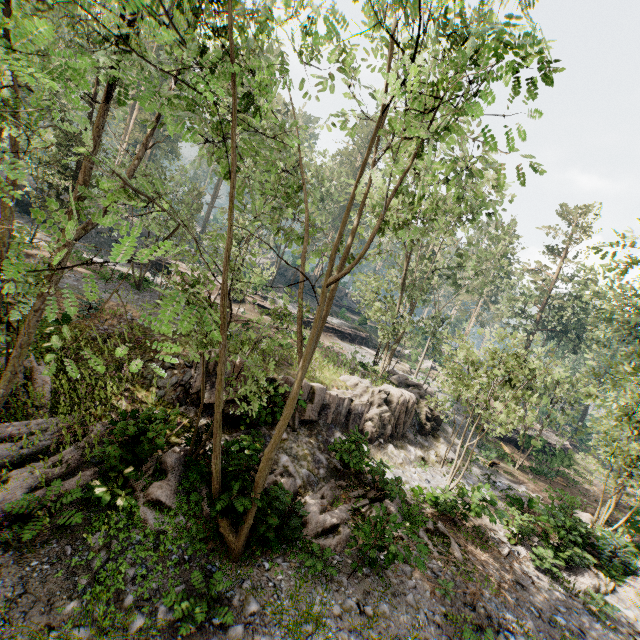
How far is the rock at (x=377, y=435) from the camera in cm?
1350

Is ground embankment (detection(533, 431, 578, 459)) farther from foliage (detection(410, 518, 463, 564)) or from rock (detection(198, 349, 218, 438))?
rock (detection(198, 349, 218, 438))

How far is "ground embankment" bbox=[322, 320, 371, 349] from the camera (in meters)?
37.59

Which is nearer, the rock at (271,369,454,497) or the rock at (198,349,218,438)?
the rock at (198,349,218,438)

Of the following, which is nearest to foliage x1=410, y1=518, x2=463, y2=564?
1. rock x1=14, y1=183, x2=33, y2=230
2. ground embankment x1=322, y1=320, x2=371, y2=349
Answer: ground embankment x1=322, y1=320, x2=371, y2=349

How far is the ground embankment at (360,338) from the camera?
37.6m

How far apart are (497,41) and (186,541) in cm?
1172

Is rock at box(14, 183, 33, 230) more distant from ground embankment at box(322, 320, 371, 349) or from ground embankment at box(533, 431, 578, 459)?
ground embankment at box(533, 431, 578, 459)
